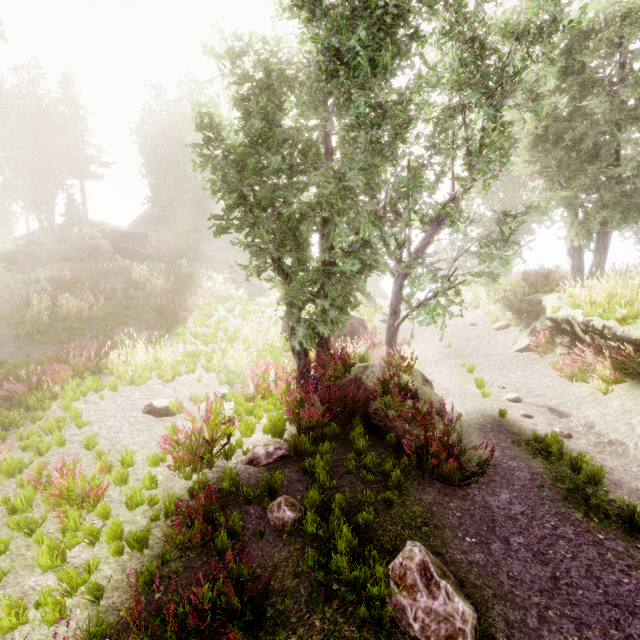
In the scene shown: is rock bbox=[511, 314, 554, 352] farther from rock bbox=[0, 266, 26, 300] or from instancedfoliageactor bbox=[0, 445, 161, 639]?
rock bbox=[0, 266, 26, 300]

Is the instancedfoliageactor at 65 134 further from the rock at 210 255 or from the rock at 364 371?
the rock at 364 371

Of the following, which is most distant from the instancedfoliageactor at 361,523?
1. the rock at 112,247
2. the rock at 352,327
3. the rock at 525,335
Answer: the rock at 525,335

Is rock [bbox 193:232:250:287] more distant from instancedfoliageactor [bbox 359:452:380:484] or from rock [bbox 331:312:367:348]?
rock [bbox 331:312:367:348]

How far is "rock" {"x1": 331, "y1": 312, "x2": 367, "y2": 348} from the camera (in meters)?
14.34

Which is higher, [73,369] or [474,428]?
[73,369]

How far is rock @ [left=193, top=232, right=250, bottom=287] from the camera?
34.5 meters

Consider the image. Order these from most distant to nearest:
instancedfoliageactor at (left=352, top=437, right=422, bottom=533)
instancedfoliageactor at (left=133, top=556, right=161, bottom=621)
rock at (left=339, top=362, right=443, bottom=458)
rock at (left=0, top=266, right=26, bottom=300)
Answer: rock at (left=0, top=266, right=26, bottom=300)
rock at (left=339, top=362, right=443, bottom=458)
instancedfoliageactor at (left=352, top=437, right=422, bottom=533)
instancedfoliageactor at (left=133, top=556, right=161, bottom=621)
